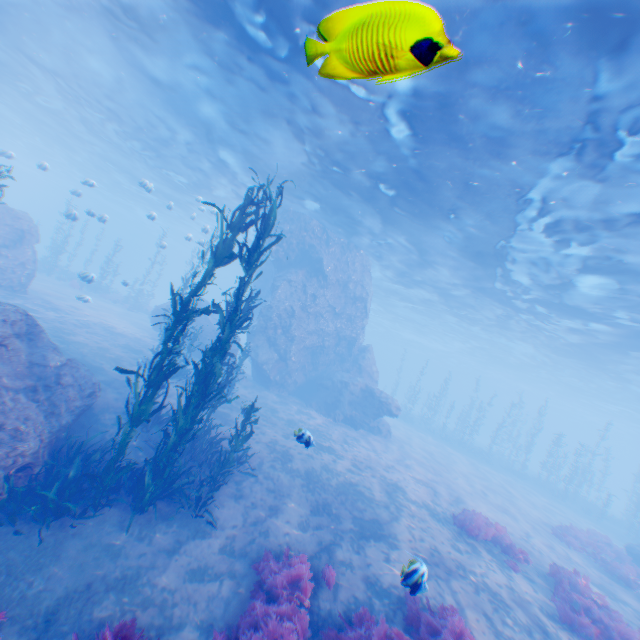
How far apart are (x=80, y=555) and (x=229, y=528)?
3.2m

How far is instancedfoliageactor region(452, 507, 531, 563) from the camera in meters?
11.6 m

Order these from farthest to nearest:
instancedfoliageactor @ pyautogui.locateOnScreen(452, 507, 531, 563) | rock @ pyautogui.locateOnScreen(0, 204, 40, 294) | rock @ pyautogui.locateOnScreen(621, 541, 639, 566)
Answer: rock @ pyautogui.locateOnScreen(0, 204, 40, 294)
rock @ pyautogui.locateOnScreen(621, 541, 639, 566)
instancedfoliageactor @ pyautogui.locateOnScreen(452, 507, 531, 563)

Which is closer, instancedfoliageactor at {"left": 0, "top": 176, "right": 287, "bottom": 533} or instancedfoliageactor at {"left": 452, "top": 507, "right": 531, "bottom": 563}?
instancedfoliageactor at {"left": 0, "top": 176, "right": 287, "bottom": 533}

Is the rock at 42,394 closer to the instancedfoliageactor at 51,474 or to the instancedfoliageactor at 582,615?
the instancedfoliageactor at 51,474

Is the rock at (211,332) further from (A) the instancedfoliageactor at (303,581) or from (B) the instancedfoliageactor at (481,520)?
(B) the instancedfoliageactor at (481,520)

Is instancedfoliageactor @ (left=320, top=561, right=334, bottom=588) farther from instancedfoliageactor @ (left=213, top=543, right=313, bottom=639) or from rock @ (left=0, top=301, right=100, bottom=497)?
rock @ (left=0, top=301, right=100, bottom=497)

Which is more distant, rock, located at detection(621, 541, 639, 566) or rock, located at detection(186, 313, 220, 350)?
rock, located at detection(186, 313, 220, 350)
